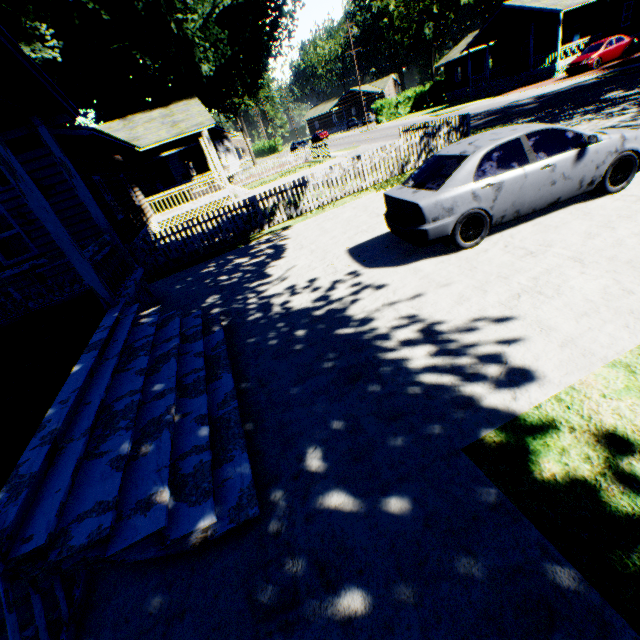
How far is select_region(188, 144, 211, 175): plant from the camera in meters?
29.0

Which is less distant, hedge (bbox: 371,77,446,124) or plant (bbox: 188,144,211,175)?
plant (bbox: 188,144,211,175)

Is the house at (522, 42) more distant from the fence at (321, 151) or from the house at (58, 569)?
the house at (58, 569)

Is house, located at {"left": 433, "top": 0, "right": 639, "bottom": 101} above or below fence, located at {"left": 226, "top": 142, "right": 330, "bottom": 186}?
above

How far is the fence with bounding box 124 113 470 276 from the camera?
11.3m

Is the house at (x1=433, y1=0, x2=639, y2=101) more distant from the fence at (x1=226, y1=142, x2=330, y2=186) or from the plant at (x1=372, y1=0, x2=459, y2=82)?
the plant at (x1=372, y1=0, x2=459, y2=82)

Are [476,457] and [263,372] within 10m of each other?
yes

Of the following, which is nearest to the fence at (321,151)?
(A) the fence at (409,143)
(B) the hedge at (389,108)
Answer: (A) the fence at (409,143)
